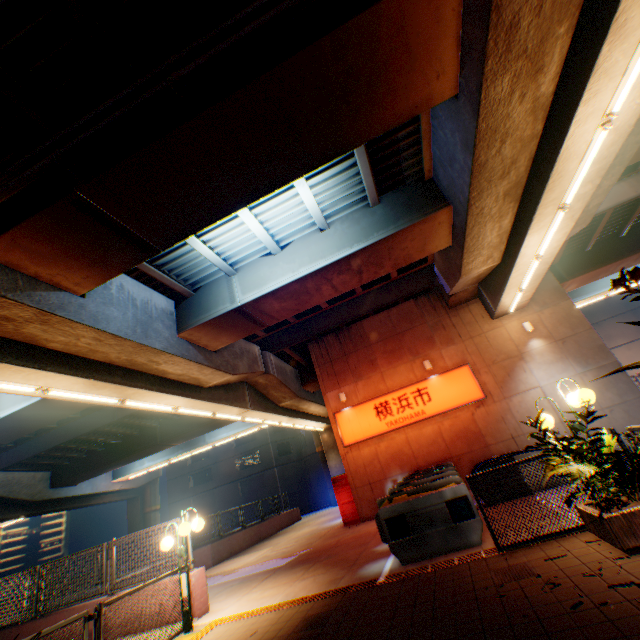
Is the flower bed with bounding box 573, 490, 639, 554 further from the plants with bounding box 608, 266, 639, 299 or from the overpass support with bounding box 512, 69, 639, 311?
the overpass support with bounding box 512, 69, 639, 311

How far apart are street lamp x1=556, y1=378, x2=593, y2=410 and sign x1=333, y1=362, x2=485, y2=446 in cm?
809

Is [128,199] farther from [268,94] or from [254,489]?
[254,489]

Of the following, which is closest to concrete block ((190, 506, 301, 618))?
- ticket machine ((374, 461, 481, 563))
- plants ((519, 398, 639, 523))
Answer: ticket machine ((374, 461, 481, 563))

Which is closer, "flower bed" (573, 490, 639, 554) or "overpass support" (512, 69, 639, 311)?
"flower bed" (573, 490, 639, 554)

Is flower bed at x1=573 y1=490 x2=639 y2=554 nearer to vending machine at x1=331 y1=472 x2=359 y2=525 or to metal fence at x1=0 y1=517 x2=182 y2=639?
metal fence at x1=0 y1=517 x2=182 y2=639

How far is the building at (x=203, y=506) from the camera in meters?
40.2 m

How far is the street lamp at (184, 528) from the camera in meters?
6.8
